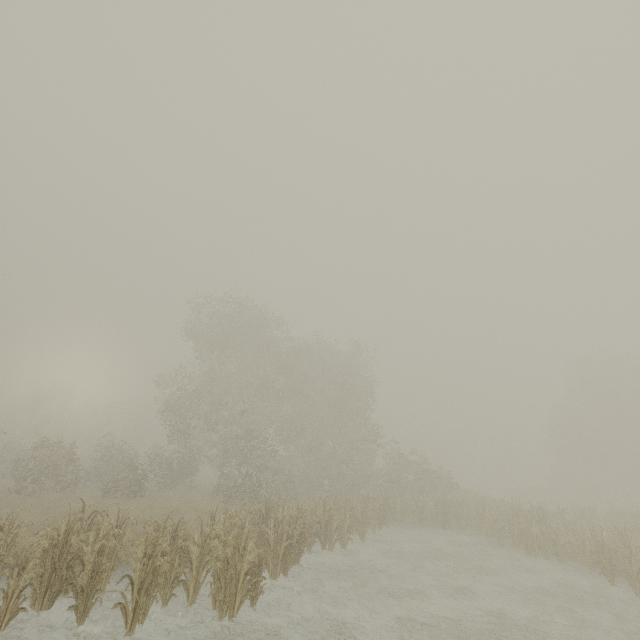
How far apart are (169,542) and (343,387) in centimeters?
2167cm
